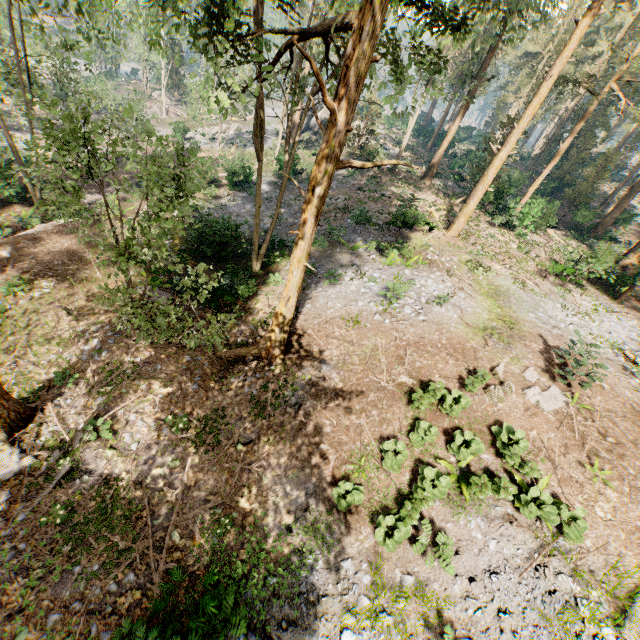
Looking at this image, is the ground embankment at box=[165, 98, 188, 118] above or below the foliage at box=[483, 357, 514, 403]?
below

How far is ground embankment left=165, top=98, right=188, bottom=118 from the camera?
48.6m

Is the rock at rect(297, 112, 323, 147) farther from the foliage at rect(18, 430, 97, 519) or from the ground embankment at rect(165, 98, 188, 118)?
the ground embankment at rect(165, 98, 188, 118)

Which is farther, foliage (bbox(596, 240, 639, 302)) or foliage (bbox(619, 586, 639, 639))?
foliage (bbox(596, 240, 639, 302))

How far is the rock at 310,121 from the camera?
38.5 meters

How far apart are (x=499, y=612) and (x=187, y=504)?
8.9m

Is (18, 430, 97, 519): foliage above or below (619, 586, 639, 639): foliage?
below

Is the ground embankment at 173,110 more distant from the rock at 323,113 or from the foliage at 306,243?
the rock at 323,113
